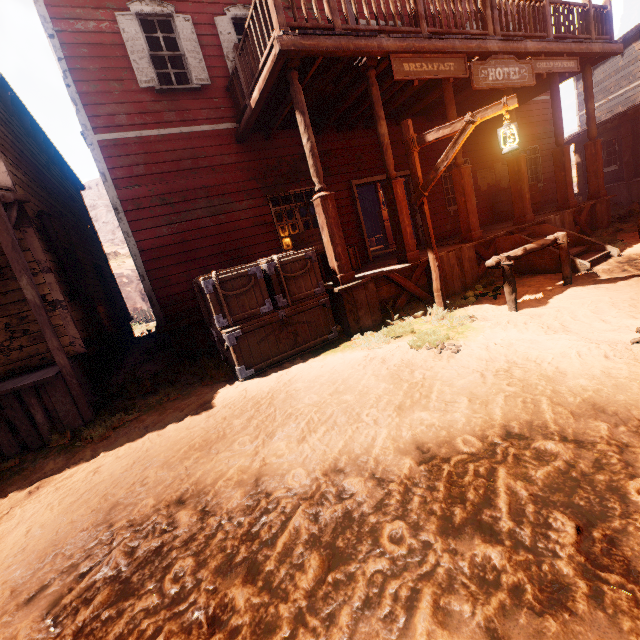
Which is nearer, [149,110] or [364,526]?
[364,526]

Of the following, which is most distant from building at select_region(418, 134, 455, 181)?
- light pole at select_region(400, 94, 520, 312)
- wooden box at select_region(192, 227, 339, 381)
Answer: light pole at select_region(400, 94, 520, 312)

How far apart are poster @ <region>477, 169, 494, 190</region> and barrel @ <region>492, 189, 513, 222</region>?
0.2 meters

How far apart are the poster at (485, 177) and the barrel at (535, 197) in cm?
18

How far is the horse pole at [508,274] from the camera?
4.9 meters

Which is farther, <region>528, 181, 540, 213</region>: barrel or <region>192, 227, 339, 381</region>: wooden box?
<region>528, 181, 540, 213</region>: barrel

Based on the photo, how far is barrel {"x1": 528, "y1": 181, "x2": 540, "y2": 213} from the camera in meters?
10.5 m

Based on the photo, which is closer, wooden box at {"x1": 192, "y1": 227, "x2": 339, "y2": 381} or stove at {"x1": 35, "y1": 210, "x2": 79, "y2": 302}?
wooden box at {"x1": 192, "y1": 227, "x2": 339, "y2": 381}
